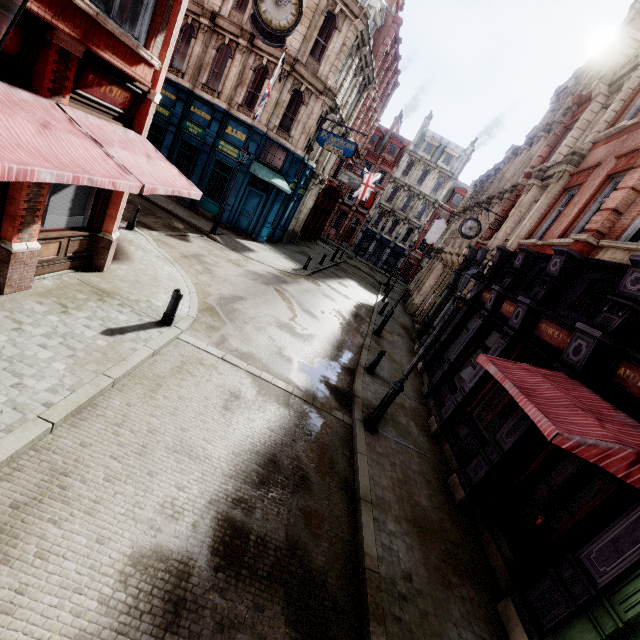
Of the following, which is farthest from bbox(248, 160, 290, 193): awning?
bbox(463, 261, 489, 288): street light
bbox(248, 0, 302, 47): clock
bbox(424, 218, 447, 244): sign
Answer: bbox(424, 218, 447, 244): sign

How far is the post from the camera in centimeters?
757cm

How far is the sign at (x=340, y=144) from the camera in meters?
18.2

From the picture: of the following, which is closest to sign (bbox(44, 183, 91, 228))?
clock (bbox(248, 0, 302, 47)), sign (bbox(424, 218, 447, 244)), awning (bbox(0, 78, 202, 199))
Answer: awning (bbox(0, 78, 202, 199))

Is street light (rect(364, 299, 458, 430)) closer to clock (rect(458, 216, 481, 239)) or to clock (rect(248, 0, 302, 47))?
clock (rect(248, 0, 302, 47))

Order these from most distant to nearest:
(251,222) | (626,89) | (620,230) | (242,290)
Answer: (251,222) < (242,290) < (626,89) < (620,230)

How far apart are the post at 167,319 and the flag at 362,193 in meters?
A: 29.2

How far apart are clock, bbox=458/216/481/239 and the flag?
19.3 meters
